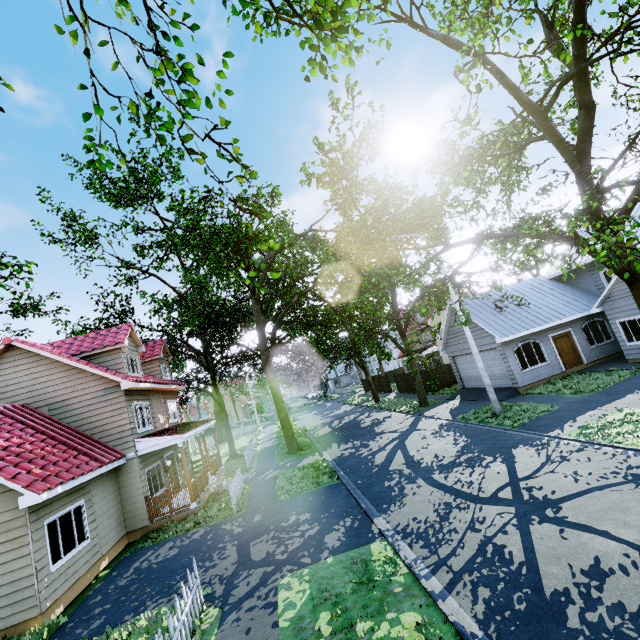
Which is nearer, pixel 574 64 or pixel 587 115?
pixel 574 64

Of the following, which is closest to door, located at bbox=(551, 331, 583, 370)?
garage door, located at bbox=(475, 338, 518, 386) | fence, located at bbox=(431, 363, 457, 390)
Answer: garage door, located at bbox=(475, 338, 518, 386)

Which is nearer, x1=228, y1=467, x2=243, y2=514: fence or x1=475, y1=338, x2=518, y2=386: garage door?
x1=228, y1=467, x2=243, y2=514: fence

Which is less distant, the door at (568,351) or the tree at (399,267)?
the tree at (399,267)

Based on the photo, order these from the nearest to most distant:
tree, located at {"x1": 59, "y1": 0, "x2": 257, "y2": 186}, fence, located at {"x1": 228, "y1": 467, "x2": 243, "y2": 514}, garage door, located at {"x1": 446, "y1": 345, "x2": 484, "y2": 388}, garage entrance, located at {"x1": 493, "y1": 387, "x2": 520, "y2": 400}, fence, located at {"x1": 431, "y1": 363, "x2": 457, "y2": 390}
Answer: tree, located at {"x1": 59, "y1": 0, "x2": 257, "y2": 186}, fence, located at {"x1": 228, "y1": 467, "x2": 243, "y2": 514}, garage entrance, located at {"x1": 493, "y1": 387, "x2": 520, "y2": 400}, garage door, located at {"x1": 446, "y1": 345, "x2": 484, "y2": 388}, fence, located at {"x1": 431, "y1": 363, "x2": 457, "y2": 390}

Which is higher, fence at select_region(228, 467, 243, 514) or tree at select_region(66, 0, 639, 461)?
tree at select_region(66, 0, 639, 461)

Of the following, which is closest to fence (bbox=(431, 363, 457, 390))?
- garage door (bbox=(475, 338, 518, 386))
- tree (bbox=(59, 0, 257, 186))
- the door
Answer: tree (bbox=(59, 0, 257, 186))

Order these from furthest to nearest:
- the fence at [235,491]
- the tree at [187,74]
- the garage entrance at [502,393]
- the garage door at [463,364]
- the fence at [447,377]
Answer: the fence at [447,377]
the garage door at [463,364]
the garage entrance at [502,393]
the fence at [235,491]
the tree at [187,74]
